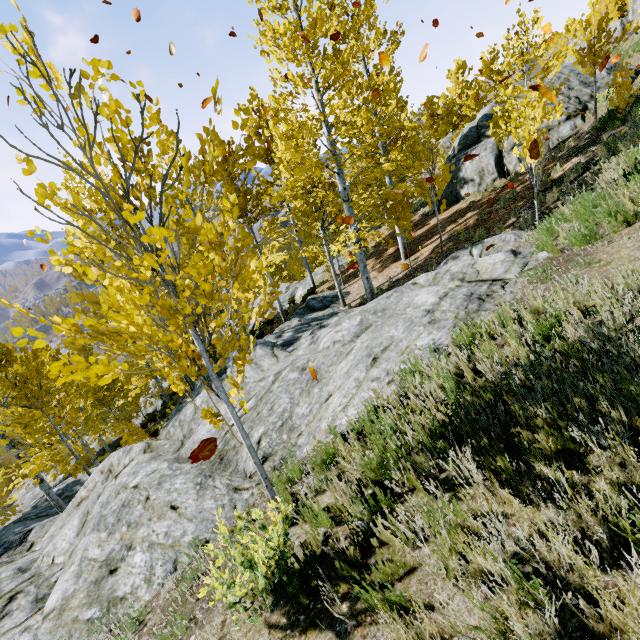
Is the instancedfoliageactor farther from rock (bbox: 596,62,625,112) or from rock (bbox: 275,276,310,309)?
rock (bbox: 596,62,625,112)

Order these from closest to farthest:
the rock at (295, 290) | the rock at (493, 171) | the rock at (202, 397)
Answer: the rock at (202, 397)
the rock at (493, 171)
the rock at (295, 290)

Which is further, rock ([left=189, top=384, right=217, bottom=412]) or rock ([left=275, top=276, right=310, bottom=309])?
rock ([left=275, top=276, right=310, bottom=309])

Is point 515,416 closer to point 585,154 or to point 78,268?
point 78,268

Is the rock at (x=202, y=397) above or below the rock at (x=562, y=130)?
below

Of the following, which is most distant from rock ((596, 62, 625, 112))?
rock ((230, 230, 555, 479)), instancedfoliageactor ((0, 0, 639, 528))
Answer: rock ((230, 230, 555, 479))

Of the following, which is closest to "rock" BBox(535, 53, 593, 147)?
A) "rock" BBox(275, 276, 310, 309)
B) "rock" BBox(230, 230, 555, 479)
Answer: "rock" BBox(275, 276, 310, 309)

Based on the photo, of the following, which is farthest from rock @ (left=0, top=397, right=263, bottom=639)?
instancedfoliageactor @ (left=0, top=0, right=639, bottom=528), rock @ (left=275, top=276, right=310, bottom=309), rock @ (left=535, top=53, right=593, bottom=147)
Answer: rock @ (left=535, top=53, right=593, bottom=147)
